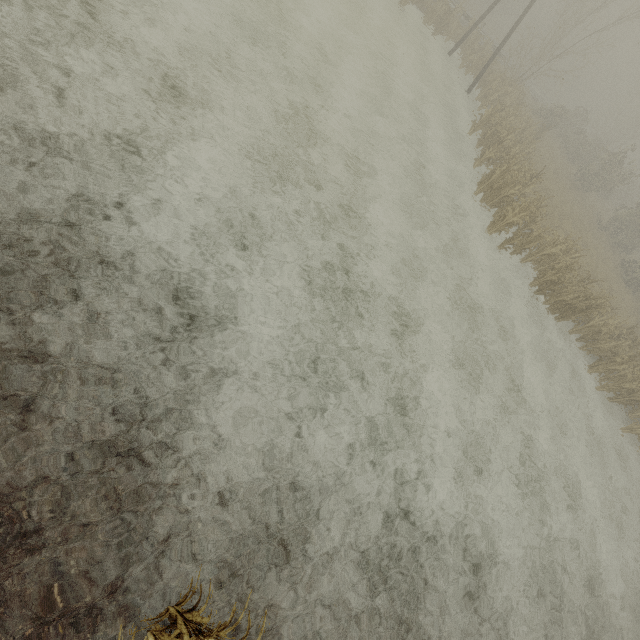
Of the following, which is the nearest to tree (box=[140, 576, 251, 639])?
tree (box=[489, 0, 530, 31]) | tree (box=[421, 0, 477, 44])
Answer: tree (box=[421, 0, 477, 44])

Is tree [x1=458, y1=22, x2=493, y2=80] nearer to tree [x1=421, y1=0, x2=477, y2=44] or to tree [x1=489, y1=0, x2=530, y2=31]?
tree [x1=421, y1=0, x2=477, y2=44]

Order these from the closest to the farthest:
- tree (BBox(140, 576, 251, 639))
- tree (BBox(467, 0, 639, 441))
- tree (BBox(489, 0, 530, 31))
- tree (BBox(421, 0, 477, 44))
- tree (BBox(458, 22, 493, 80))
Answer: tree (BBox(140, 576, 251, 639))
tree (BBox(467, 0, 639, 441))
tree (BBox(421, 0, 477, 44))
tree (BBox(458, 22, 493, 80))
tree (BBox(489, 0, 530, 31))

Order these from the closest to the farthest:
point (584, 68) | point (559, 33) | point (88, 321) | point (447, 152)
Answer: point (88, 321)
point (447, 152)
point (559, 33)
point (584, 68)

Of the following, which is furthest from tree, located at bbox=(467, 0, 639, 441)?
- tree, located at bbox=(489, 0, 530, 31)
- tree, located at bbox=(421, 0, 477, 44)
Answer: tree, located at bbox=(489, 0, 530, 31)

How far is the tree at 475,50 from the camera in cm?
2155

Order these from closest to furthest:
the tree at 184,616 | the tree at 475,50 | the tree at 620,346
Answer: the tree at 184,616
the tree at 620,346
the tree at 475,50
